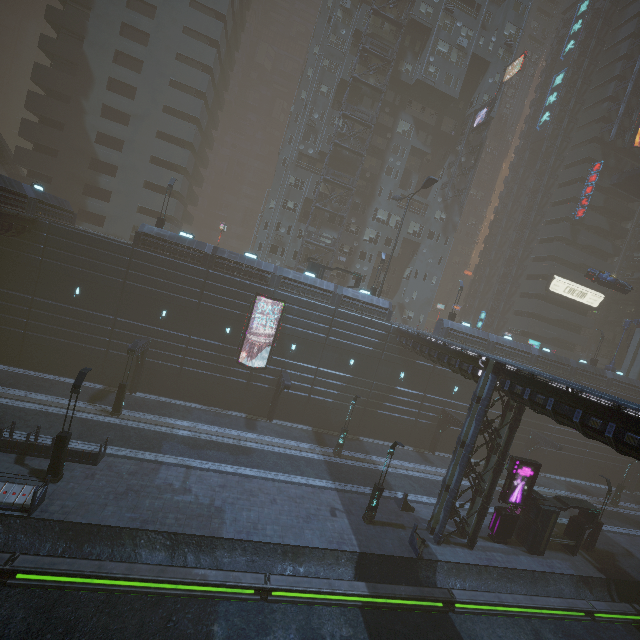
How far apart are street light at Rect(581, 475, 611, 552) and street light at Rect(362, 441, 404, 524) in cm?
1796

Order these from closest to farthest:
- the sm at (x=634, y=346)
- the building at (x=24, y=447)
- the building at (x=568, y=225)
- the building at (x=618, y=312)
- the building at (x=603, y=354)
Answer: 1. the building at (x=24, y=447)
2. the building at (x=568, y=225)
3. the sm at (x=634, y=346)
4. the building at (x=618, y=312)
5. the building at (x=603, y=354)

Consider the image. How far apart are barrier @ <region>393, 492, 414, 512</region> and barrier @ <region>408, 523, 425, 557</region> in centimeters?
276cm

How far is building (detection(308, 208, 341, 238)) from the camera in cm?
4172

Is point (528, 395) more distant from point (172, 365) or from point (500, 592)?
point (172, 365)

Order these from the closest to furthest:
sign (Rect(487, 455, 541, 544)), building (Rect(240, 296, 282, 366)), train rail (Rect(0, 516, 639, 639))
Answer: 1. train rail (Rect(0, 516, 639, 639))
2. sign (Rect(487, 455, 541, 544))
3. building (Rect(240, 296, 282, 366))

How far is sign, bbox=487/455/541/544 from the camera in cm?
2158

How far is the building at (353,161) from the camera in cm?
4081
